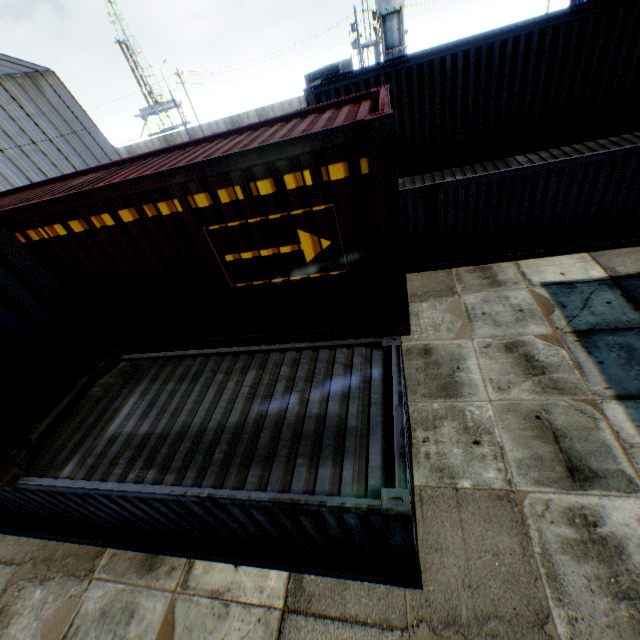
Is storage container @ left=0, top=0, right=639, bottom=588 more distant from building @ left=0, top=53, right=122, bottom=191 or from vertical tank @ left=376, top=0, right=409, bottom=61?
vertical tank @ left=376, top=0, right=409, bottom=61

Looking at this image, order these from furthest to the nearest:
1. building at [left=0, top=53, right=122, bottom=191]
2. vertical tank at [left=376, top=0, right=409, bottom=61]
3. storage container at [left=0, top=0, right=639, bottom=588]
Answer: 1. vertical tank at [left=376, top=0, right=409, bottom=61]
2. building at [left=0, top=53, right=122, bottom=191]
3. storage container at [left=0, top=0, right=639, bottom=588]

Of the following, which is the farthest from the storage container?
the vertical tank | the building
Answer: the vertical tank

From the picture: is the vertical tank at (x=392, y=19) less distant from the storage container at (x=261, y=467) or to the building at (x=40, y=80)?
the building at (x=40, y=80)

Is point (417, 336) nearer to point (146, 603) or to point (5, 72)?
point (146, 603)
